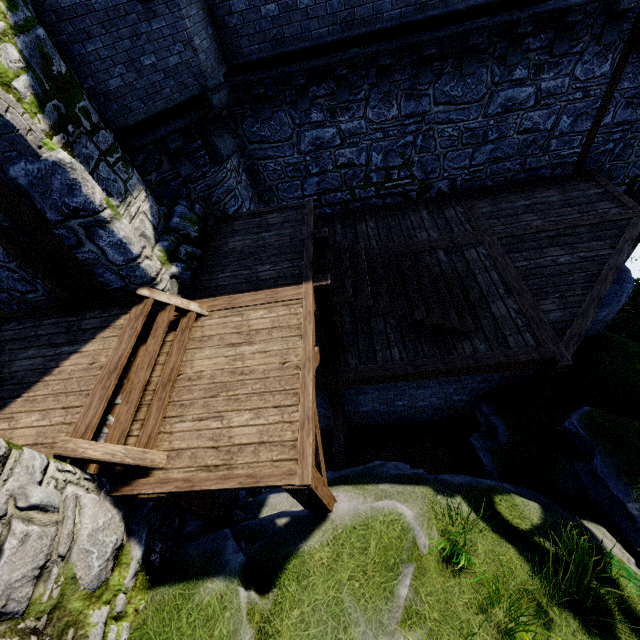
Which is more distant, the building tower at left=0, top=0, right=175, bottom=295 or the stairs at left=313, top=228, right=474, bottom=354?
the stairs at left=313, top=228, right=474, bottom=354

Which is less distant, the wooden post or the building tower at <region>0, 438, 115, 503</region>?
the building tower at <region>0, 438, 115, 503</region>

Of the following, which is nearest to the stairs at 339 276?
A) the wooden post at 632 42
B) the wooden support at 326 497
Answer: the wooden support at 326 497

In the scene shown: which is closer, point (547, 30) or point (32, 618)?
point (32, 618)

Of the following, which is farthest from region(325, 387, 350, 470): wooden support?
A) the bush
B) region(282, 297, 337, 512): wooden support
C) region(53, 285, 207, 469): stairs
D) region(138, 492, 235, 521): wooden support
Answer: the bush

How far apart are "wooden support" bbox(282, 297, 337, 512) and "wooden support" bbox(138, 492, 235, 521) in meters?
1.4

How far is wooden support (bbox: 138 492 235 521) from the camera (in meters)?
3.88

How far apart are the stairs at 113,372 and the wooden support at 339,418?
3.1 meters
